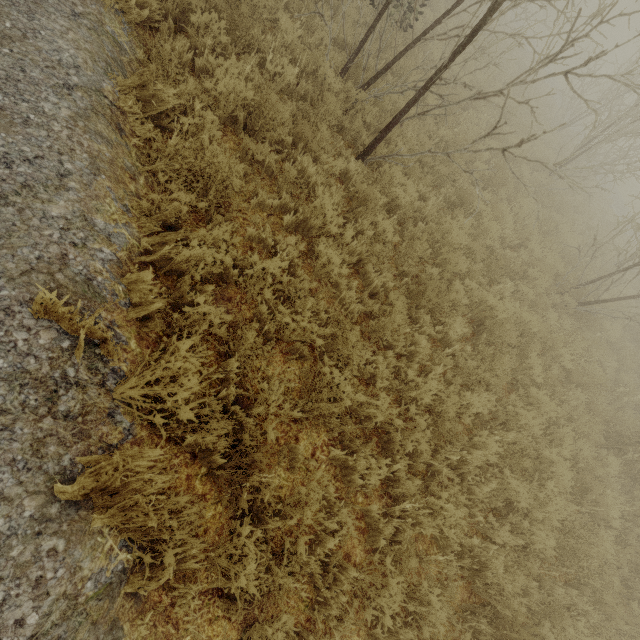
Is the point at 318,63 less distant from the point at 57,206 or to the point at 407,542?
the point at 57,206
